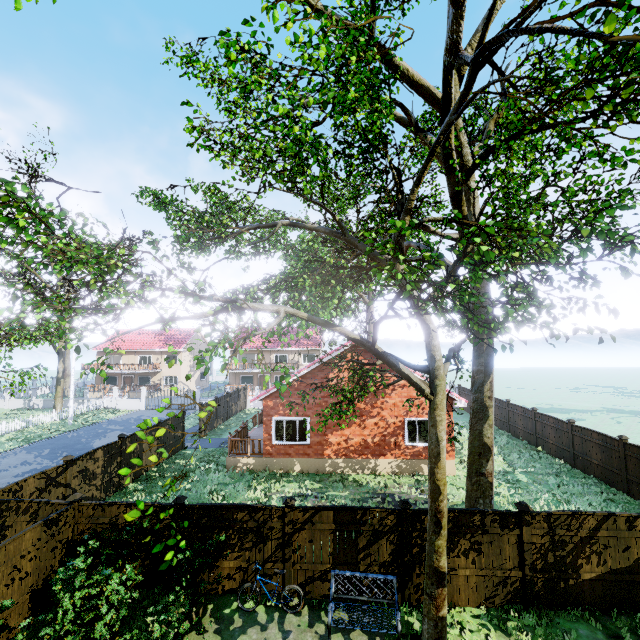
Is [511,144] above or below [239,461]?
above

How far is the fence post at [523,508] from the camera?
8.0 meters

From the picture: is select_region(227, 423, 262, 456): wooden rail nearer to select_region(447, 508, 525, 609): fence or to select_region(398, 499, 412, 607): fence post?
select_region(447, 508, 525, 609): fence

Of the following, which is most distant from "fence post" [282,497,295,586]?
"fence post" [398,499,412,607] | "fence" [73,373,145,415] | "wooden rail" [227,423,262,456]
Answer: "wooden rail" [227,423,262,456]

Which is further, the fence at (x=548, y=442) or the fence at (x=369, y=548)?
the fence at (x=548, y=442)

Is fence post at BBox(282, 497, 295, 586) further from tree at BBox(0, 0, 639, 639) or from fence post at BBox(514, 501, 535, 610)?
fence post at BBox(514, 501, 535, 610)

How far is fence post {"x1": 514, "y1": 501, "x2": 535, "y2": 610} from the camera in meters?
8.0 m

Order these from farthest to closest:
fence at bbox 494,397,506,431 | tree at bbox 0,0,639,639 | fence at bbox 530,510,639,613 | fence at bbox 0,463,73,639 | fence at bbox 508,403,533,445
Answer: fence at bbox 494,397,506,431 → fence at bbox 508,403,533,445 → fence at bbox 530,510,639,613 → fence at bbox 0,463,73,639 → tree at bbox 0,0,639,639
